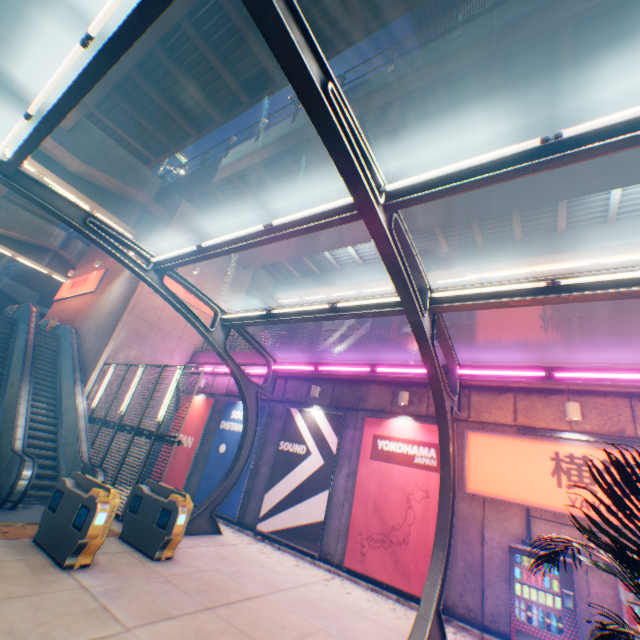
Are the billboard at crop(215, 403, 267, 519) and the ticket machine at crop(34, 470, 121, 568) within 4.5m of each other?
no

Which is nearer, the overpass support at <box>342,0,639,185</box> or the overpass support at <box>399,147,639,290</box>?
the overpass support at <box>342,0,639,185</box>

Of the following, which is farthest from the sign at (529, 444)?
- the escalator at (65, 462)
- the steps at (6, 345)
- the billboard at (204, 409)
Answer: the steps at (6, 345)

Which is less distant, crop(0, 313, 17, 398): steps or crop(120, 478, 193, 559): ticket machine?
crop(120, 478, 193, 559): ticket machine

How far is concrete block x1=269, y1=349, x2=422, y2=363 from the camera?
11.44m

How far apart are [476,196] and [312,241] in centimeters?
843cm

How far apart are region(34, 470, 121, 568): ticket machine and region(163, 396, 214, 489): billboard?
7.15m

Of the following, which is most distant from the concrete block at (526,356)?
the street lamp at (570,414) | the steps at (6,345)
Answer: the steps at (6,345)
